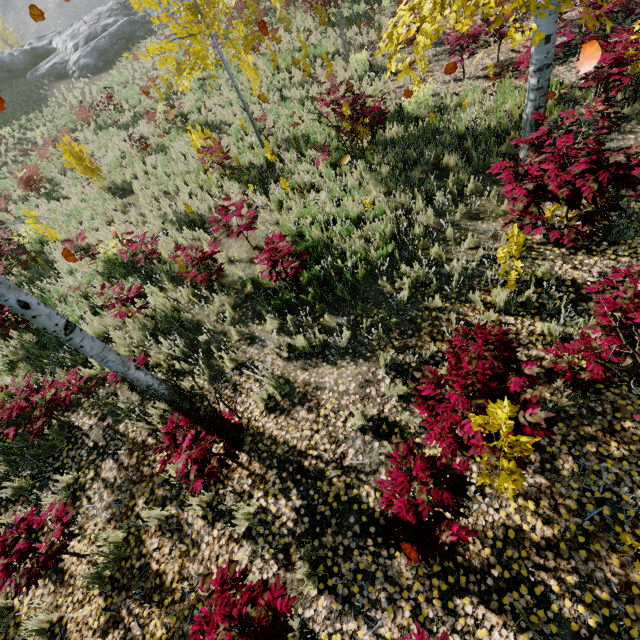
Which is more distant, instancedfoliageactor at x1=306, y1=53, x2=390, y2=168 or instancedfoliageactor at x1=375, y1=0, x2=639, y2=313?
instancedfoliageactor at x1=306, y1=53, x2=390, y2=168

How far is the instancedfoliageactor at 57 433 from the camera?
5.1 meters

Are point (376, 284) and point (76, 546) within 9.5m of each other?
yes

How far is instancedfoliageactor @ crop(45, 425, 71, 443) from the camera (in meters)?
5.06

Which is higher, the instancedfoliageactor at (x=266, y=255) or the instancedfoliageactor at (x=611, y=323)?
the instancedfoliageactor at (x=266, y=255)
